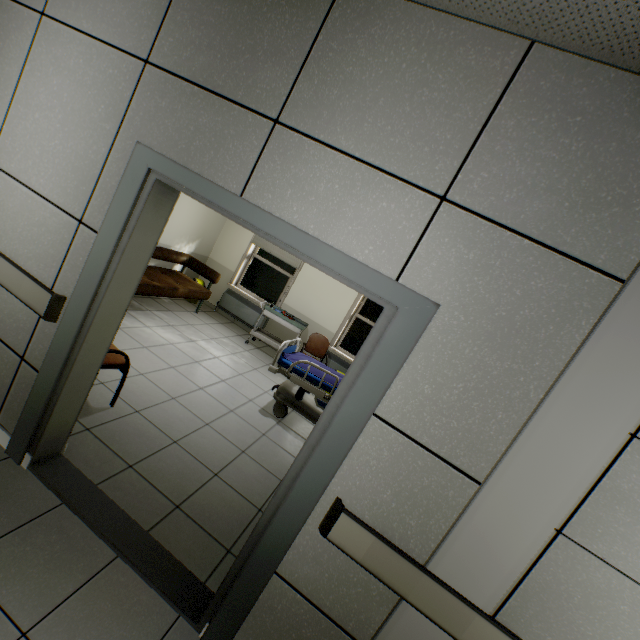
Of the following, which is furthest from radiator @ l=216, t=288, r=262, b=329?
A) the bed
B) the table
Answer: the bed

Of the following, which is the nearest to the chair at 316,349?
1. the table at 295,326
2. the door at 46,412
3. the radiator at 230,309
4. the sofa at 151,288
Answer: the table at 295,326

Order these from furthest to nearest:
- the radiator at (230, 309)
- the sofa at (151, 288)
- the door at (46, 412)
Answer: the radiator at (230, 309), the sofa at (151, 288), the door at (46, 412)

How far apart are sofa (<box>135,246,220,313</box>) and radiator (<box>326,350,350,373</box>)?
2.6m

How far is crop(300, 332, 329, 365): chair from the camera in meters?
6.2 m

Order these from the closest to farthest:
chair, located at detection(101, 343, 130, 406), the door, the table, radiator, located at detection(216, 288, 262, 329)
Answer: the door, chair, located at detection(101, 343, 130, 406), the table, radiator, located at detection(216, 288, 262, 329)

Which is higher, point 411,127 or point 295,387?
point 411,127

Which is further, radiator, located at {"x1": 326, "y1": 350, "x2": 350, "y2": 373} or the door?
radiator, located at {"x1": 326, "y1": 350, "x2": 350, "y2": 373}
